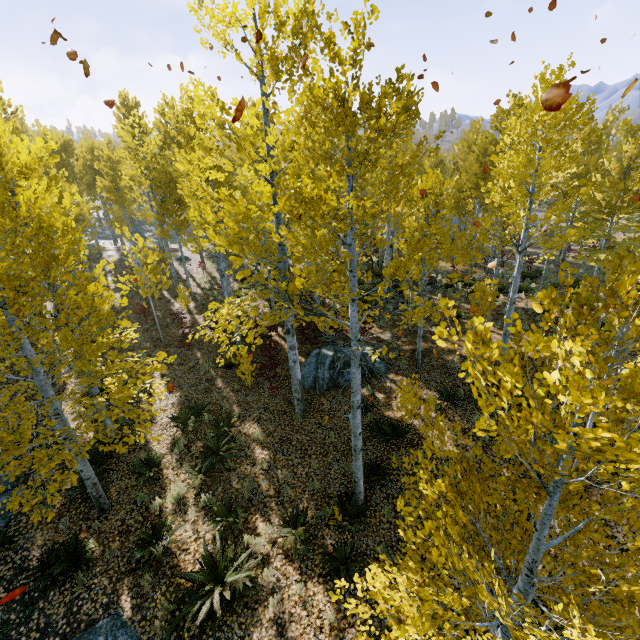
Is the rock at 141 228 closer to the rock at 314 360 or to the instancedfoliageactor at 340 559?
the instancedfoliageactor at 340 559

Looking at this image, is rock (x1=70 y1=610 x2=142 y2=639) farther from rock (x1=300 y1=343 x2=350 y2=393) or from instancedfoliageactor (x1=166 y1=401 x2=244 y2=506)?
rock (x1=300 y1=343 x2=350 y2=393)

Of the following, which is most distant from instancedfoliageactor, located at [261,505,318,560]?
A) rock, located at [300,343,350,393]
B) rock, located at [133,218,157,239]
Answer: rock, located at [300,343,350,393]

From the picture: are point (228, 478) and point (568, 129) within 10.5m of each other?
no

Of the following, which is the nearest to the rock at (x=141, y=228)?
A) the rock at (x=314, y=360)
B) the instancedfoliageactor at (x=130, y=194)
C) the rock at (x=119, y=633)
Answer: → the instancedfoliageactor at (x=130, y=194)

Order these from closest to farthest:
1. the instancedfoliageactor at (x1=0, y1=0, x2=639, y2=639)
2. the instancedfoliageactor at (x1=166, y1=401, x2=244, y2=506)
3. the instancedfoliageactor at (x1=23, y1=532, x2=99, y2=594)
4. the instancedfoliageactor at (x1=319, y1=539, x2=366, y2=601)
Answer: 1. the instancedfoliageactor at (x1=0, y1=0, x2=639, y2=639)
2. the instancedfoliageactor at (x1=319, y1=539, x2=366, y2=601)
3. the instancedfoliageactor at (x1=23, y1=532, x2=99, y2=594)
4. the instancedfoliageactor at (x1=166, y1=401, x2=244, y2=506)

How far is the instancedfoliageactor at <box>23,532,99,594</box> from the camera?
6.6m
